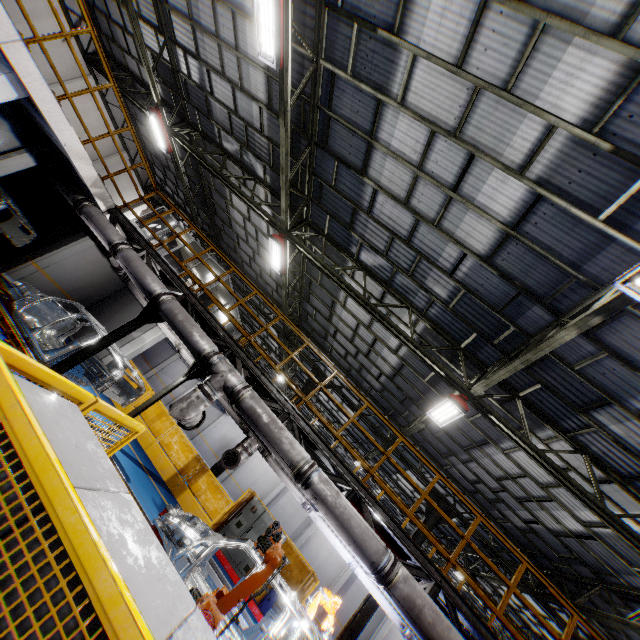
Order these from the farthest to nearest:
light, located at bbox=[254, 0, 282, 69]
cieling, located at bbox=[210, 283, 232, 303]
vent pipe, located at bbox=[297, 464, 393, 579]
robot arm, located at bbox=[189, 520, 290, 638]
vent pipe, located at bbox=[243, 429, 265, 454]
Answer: cieling, located at bbox=[210, 283, 232, 303], vent pipe, located at bbox=[243, 429, 265, 454], light, located at bbox=[254, 0, 282, 69], vent pipe, located at bbox=[297, 464, 393, 579], robot arm, located at bbox=[189, 520, 290, 638]

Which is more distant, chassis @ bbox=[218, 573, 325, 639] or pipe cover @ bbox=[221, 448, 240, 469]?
pipe cover @ bbox=[221, 448, 240, 469]

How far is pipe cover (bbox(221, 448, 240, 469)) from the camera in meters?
9.6

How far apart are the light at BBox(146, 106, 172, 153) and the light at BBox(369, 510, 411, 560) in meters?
14.9

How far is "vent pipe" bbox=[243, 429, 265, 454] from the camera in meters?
10.3

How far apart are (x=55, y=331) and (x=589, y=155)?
14.1m

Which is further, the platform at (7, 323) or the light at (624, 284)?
the platform at (7, 323)

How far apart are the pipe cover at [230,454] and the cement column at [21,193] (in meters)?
14.79
